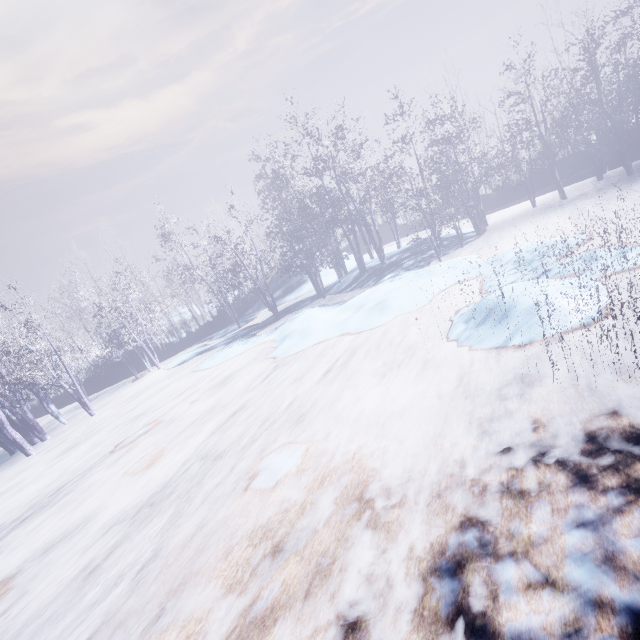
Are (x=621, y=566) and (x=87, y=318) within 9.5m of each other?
no
